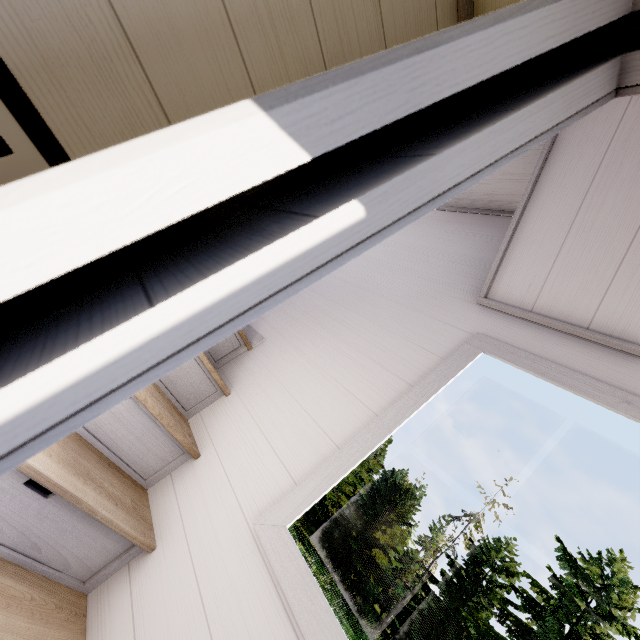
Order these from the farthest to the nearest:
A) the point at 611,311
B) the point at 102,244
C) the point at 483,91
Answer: the point at 611,311 → the point at 483,91 → the point at 102,244
